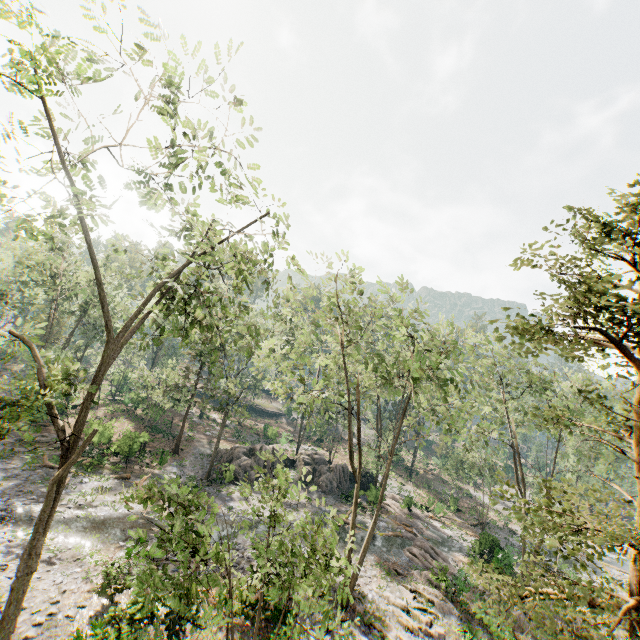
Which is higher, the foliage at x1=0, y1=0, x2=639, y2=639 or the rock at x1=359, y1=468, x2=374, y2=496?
the foliage at x1=0, y1=0, x2=639, y2=639

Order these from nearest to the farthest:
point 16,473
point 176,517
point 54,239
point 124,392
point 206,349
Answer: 1. point 176,517
2. point 16,473
3. point 206,349
4. point 54,239
5. point 124,392

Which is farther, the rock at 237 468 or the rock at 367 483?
the rock at 367 483

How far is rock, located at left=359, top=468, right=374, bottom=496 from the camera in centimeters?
3250cm

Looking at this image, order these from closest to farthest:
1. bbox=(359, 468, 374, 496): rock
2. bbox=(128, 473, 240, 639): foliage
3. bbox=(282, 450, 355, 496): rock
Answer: bbox=(128, 473, 240, 639): foliage < bbox=(359, 468, 374, 496): rock < bbox=(282, 450, 355, 496): rock

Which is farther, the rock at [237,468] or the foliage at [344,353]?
the rock at [237,468]

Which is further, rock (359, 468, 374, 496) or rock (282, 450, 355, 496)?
rock (282, 450, 355, 496)
